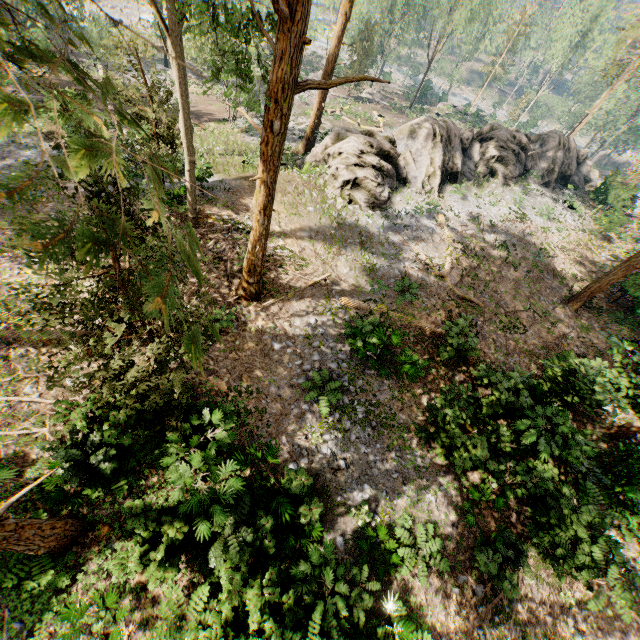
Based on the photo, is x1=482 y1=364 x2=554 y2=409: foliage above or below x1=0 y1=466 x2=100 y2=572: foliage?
above

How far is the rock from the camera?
19.22m

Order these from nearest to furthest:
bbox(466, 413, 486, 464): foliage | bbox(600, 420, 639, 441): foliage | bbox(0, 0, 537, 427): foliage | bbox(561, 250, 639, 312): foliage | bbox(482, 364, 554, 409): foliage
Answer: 1. bbox(0, 0, 537, 427): foliage
2. bbox(466, 413, 486, 464): foliage
3. bbox(482, 364, 554, 409): foliage
4. bbox(600, 420, 639, 441): foliage
5. bbox(561, 250, 639, 312): foliage

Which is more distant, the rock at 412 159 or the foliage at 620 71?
the foliage at 620 71

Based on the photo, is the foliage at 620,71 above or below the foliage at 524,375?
above

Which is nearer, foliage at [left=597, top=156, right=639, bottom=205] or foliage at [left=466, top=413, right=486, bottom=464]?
foliage at [left=466, top=413, right=486, bottom=464]

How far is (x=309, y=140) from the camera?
25.3m
